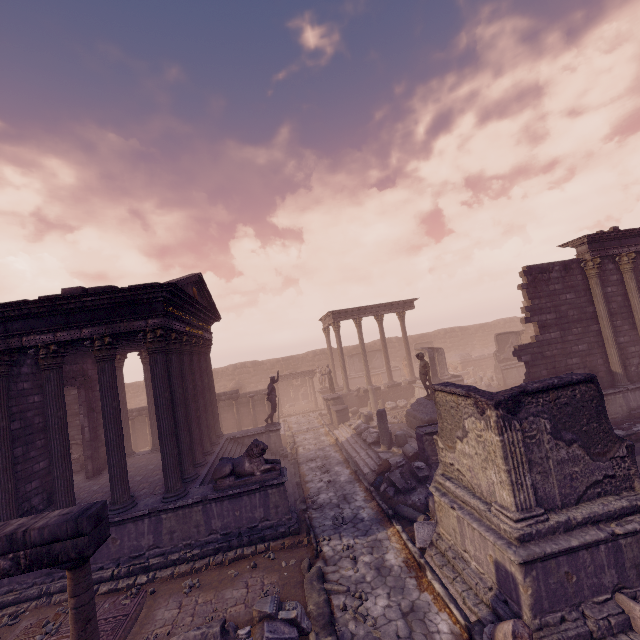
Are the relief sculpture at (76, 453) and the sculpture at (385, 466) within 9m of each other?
no

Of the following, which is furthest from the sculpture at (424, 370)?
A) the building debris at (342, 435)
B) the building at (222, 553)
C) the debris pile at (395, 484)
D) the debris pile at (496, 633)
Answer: the debris pile at (496, 633)

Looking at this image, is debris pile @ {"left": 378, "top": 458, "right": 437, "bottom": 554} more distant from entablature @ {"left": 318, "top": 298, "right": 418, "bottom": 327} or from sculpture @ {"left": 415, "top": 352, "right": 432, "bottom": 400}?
entablature @ {"left": 318, "top": 298, "right": 418, "bottom": 327}

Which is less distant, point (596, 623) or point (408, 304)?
point (596, 623)

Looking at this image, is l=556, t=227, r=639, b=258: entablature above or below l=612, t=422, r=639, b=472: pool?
above

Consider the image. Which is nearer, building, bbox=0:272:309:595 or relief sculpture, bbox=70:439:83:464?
building, bbox=0:272:309:595

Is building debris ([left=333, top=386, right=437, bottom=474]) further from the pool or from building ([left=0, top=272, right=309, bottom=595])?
building ([left=0, top=272, right=309, bottom=595])

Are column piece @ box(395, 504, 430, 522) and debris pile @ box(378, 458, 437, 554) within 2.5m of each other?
yes
